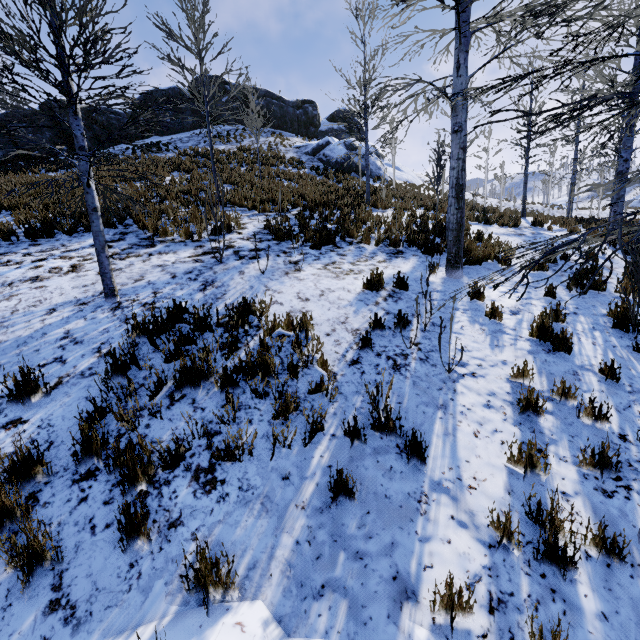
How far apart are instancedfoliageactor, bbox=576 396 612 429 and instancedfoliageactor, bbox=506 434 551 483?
1.0 meters

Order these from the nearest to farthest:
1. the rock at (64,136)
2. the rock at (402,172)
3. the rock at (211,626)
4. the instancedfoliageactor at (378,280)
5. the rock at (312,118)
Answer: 1. the rock at (211,626)
2. the instancedfoliageactor at (378,280)
3. the rock at (64,136)
4. the rock at (312,118)
5. the rock at (402,172)

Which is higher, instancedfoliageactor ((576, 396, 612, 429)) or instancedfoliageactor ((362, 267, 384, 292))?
instancedfoliageactor ((362, 267, 384, 292))

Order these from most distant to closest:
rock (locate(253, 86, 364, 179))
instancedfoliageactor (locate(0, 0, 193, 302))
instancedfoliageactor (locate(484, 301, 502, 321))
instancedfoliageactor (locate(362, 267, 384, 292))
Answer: rock (locate(253, 86, 364, 179)) < instancedfoliageactor (locate(362, 267, 384, 292)) < instancedfoliageactor (locate(484, 301, 502, 321)) < instancedfoliageactor (locate(0, 0, 193, 302))

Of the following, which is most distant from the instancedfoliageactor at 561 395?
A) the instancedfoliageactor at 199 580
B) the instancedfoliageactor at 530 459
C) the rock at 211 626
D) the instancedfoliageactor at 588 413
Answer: the instancedfoliageactor at 199 580

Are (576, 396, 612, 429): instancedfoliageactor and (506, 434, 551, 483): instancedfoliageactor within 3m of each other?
yes

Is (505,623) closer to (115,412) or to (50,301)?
(115,412)
